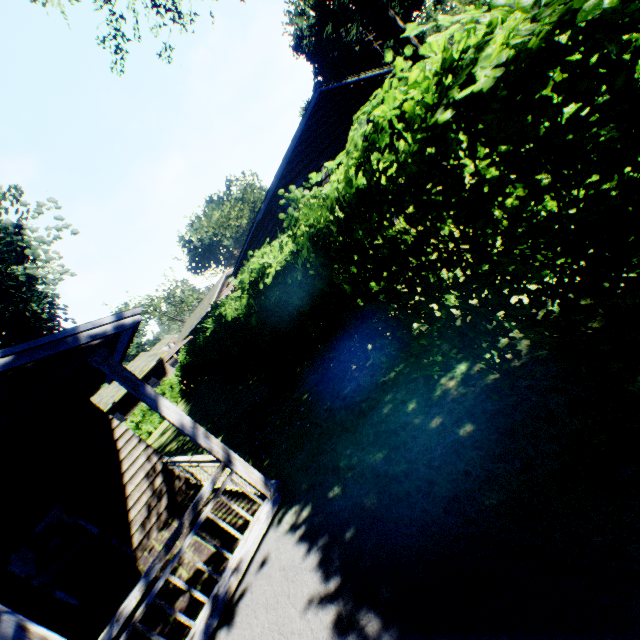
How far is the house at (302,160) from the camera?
13.8 meters

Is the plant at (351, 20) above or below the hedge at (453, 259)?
above

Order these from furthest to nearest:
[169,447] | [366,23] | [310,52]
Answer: [310,52]
[366,23]
[169,447]

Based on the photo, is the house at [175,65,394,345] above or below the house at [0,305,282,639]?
above

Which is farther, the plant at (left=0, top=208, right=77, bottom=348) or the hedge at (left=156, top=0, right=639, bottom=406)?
the plant at (left=0, top=208, right=77, bottom=348)

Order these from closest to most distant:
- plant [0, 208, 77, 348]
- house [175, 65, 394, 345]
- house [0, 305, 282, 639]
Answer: house [0, 305, 282, 639]
plant [0, 208, 77, 348]
house [175, 65, 394, 345]

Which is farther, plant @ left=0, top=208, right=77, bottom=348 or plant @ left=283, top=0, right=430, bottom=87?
plant @ left=0, top=208, right=77, bottom=348

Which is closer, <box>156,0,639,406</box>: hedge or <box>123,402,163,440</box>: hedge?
<box>156,0,639,406</box>: hedge
